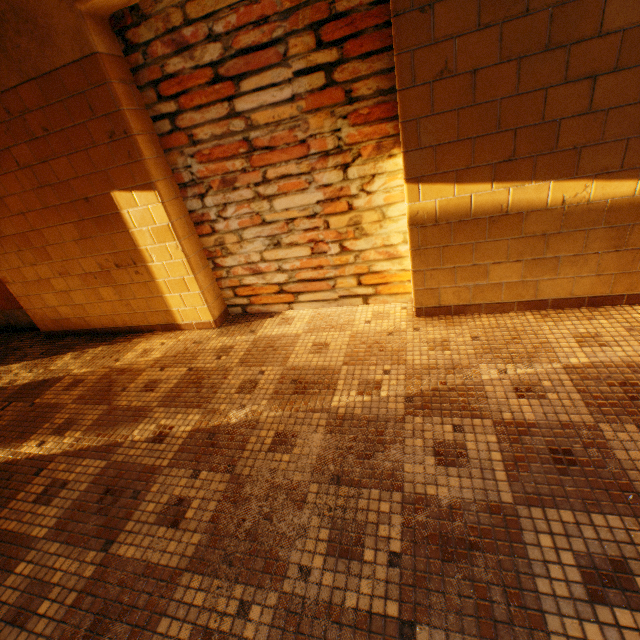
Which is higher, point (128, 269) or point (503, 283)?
point (128, 269)
